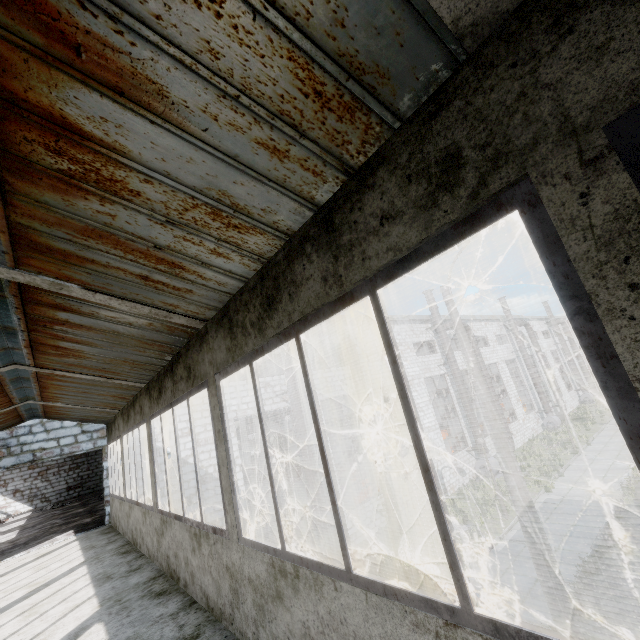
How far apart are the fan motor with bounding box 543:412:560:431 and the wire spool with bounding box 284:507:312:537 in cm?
2376

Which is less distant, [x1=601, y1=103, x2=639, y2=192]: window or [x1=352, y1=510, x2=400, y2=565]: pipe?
[x1=601, y1=103, x2=639, y2=192]: window

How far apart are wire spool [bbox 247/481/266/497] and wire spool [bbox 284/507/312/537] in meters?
11.4

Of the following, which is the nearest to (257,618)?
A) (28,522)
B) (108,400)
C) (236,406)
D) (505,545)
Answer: (108,400)

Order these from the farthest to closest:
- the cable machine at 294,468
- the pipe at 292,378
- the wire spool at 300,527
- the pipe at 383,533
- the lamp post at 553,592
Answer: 1. the cable machine at 294,468
2. the wire spool at 300,527
3. the pipe at 292,378
4. the pipe at 383,533
5. the lamp post at 553,592

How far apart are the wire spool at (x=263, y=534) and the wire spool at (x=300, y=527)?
0.2m

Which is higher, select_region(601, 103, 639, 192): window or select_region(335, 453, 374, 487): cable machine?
select_region(601, 103, 639, 192): window

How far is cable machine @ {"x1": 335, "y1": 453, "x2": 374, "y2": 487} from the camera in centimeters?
1866cm
